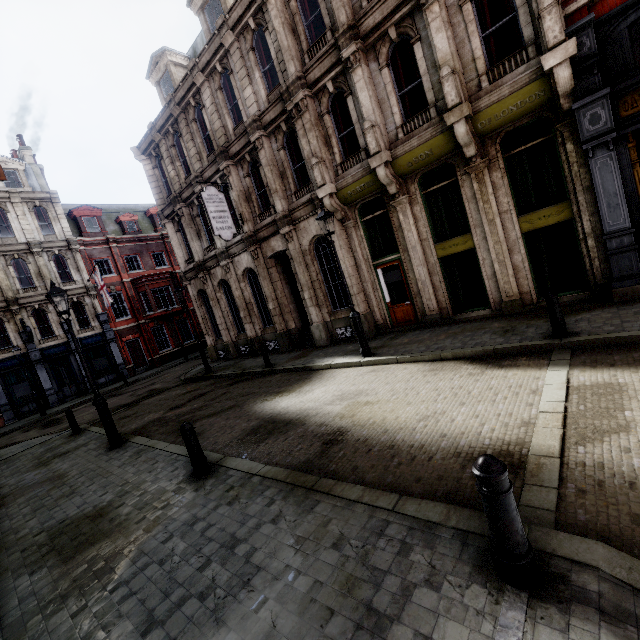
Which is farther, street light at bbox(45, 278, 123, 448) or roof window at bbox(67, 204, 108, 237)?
roof window at bbox(67, 204, 108, 237)

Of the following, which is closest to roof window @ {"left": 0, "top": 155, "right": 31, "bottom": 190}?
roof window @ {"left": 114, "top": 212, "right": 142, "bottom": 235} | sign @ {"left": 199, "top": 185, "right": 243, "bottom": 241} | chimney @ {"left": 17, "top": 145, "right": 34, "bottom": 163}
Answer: chimney @ {"left": 17, "top": 145, "right": 34, "bottom": 163}

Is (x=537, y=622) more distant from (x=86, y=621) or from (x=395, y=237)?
(x=395, y=237)

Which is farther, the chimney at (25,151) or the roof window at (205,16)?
the chimney at (25,151)

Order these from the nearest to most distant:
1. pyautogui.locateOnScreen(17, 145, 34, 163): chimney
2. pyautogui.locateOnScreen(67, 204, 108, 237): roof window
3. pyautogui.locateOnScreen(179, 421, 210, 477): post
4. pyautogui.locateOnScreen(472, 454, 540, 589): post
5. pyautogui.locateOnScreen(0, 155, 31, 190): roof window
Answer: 1. pyautogui.locateOnScreen(472, 454, 540, 589): post
2. pyautogui.locateOnScreen(179, 421, 210, 477): post
3. pyautogui.locateOnScreen(0, 155, 31, 190): roof window
4. pyautogui.locateOnScreen(17, 145, 34, 163): chimney
5. pyautogui.locateOnScreen(67, 204, 108, 237): roof window

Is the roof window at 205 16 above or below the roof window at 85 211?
above

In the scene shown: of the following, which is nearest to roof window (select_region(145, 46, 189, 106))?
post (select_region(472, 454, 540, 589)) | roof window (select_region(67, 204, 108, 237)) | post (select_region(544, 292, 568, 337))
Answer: roof window (select_region(67, 204, 108, 237))

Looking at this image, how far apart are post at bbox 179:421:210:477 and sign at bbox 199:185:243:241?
10.27m
